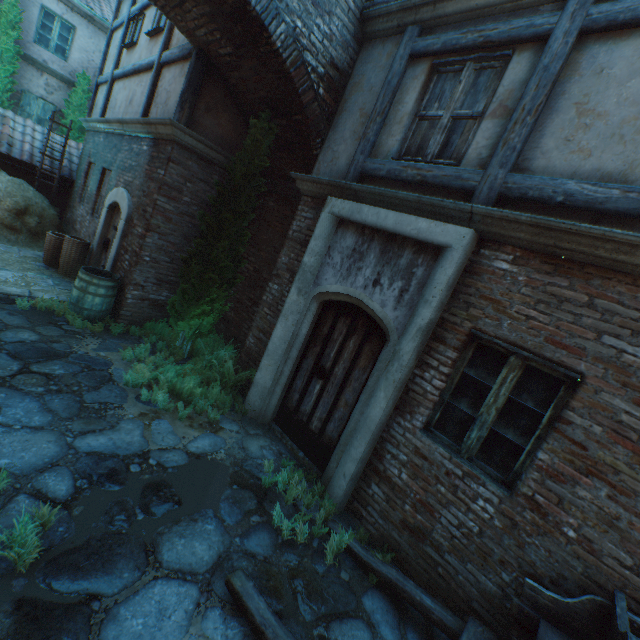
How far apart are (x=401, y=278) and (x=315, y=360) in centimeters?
184cm

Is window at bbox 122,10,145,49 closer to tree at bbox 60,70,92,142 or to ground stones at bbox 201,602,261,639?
tree at bbox 60,70,92,142

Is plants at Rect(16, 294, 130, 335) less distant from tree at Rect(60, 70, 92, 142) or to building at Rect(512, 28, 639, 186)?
building at Rect(512, 28, 639, 186)

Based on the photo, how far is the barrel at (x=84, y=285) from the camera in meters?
5.9 m

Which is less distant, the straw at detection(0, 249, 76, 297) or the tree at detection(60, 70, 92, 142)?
the straw at detection(0, 249, 76, 297)

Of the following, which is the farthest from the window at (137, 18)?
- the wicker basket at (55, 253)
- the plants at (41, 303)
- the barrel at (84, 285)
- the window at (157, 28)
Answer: the plants at (41, 303)

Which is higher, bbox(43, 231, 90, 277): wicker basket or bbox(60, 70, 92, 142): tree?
bbox(60, 70, 92, 142): tree

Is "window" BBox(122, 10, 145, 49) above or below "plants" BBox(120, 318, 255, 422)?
above
